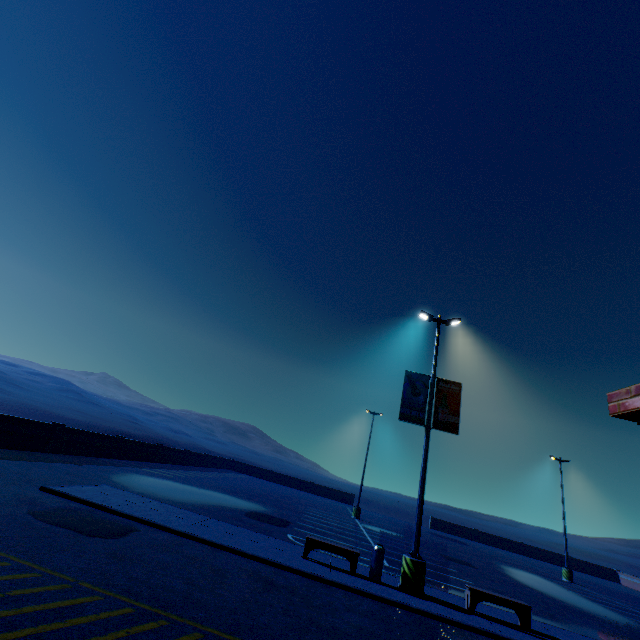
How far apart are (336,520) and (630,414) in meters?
24.4 m

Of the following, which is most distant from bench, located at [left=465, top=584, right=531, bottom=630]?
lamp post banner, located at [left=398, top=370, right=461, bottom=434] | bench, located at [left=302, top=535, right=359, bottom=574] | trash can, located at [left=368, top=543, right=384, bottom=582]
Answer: lamp post banner, located at [left=398, top=370, right=461, bottom=434]

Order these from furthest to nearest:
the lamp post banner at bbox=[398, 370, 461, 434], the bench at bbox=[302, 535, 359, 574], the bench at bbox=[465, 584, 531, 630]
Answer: the lamp post banner at bbox=[398, 370, 461, 434], the bench at bbox=[302, 535, 359, 574], the bench at bbox=[465, 584, 531, 630]

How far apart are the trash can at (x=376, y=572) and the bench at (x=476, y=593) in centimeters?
265cm

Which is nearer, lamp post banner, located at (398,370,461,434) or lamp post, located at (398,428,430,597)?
lamp post, located at (398,428,430,597)

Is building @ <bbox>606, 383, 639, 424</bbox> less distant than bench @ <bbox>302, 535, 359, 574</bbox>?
Yes

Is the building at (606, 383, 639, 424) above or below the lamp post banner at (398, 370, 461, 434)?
below

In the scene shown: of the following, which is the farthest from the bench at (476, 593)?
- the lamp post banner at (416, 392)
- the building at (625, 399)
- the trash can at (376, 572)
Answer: the building at (625, 399)
